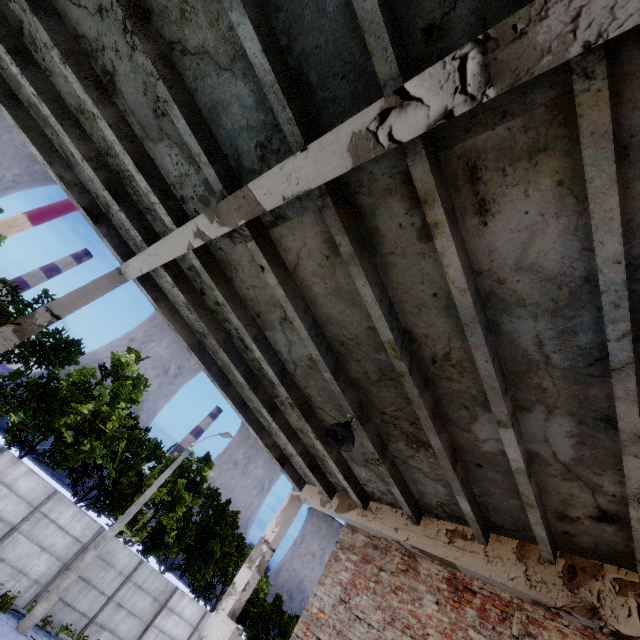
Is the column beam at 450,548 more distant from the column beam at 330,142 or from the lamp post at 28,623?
the lamp post at 28,623

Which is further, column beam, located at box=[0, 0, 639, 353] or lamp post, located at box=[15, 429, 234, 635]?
lamp post, located at box=[15, 429, 234, 635]

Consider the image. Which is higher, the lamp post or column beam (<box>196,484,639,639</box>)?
column beam (<box>196,484,639,639</box>)

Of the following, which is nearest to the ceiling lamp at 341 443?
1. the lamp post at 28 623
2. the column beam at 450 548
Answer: the column beam at 450 548

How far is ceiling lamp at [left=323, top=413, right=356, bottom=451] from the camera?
4.9 meters

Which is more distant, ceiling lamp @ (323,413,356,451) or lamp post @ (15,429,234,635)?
lamp post @ (15,429,234,635)

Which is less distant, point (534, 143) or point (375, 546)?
point (534, 143)

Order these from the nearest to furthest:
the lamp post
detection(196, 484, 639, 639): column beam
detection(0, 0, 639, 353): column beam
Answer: detection(0, 0, 639, 353): column beam, detection(196, 484, 639, 639): column beam, the lamp post
